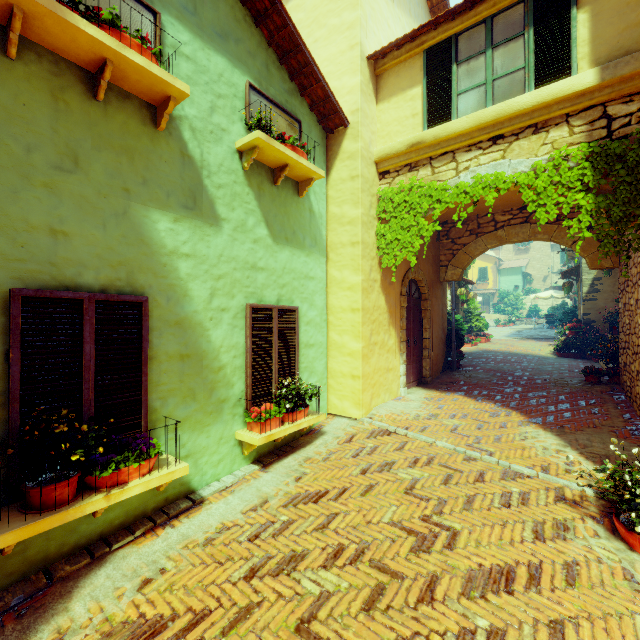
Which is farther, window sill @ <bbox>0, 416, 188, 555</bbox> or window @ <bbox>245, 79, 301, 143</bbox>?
window @ <bbox>245, 79, 301, 143</bbox>

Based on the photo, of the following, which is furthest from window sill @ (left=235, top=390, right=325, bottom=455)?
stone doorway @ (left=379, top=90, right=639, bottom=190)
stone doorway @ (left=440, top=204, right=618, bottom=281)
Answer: stone doorway @ (left=440, top=204, right=618, bottom=281)

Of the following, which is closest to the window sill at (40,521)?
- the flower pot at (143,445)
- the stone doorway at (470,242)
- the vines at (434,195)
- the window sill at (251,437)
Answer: the flower pot at (143,445)

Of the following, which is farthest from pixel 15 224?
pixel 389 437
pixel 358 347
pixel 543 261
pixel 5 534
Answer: pixel 543 261

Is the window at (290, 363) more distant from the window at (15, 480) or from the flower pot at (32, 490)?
the flower pot at (32, 490)

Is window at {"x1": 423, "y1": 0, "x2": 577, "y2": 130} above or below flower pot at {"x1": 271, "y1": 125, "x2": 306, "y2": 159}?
above

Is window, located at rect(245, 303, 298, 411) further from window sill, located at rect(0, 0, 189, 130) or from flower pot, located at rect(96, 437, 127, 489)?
window sill, located at rect(0, 0, 189, 130)

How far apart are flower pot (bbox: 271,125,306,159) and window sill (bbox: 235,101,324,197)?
0.03m
